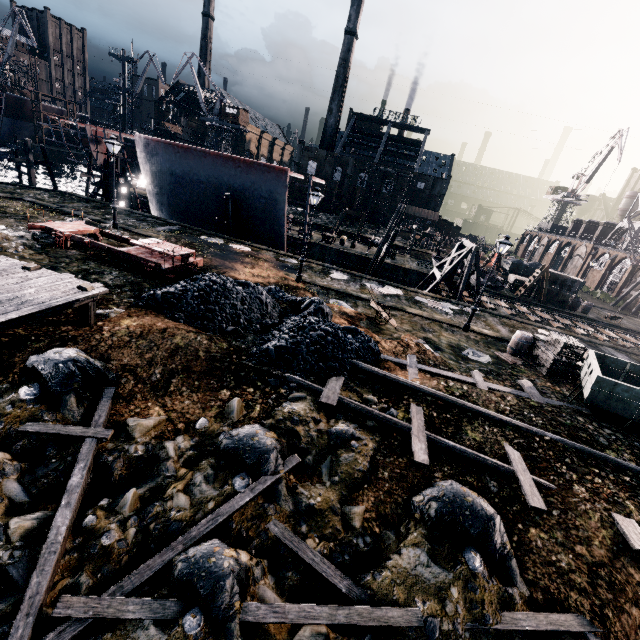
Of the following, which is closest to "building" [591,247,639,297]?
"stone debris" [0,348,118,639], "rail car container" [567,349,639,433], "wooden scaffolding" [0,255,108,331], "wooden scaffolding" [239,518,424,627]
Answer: "rail car container" [567,349,639,433]

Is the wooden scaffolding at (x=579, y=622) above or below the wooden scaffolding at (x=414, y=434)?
below

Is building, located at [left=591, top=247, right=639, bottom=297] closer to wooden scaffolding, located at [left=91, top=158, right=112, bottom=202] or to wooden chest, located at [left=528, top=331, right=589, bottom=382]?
wooden chest, located at [left=528, top=331, right=589, bottom=382]

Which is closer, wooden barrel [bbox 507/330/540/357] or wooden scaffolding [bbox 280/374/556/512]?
wooden scaffolding [bbox 280/374/556/512]

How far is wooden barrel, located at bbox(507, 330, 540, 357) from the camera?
17.0m

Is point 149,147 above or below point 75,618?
above

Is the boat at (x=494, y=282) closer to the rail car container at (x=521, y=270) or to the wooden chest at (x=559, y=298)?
the wooden chest at (x=559, y=298)

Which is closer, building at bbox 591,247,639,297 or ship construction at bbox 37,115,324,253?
ship construction at bbox 37,115,324,253
